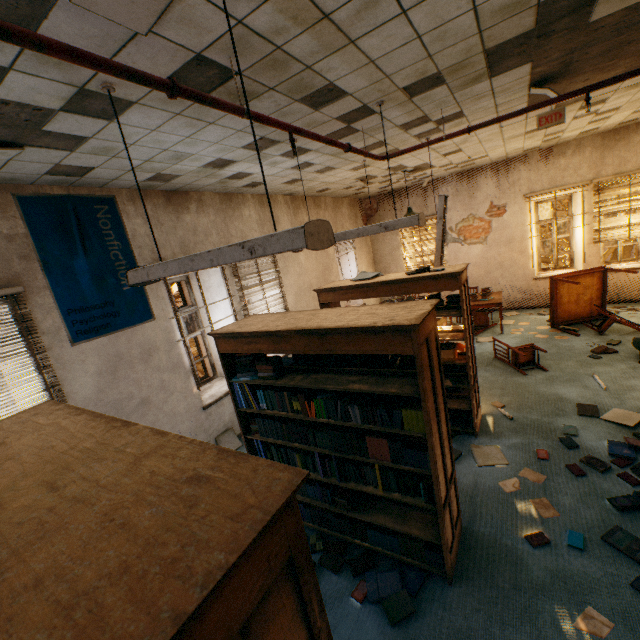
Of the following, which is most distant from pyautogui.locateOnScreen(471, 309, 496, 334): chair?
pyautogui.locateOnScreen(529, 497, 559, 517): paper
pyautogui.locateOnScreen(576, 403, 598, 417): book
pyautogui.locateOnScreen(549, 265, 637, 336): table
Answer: pyautogui.locateOnScreen(529, 497, 559, 517): paper

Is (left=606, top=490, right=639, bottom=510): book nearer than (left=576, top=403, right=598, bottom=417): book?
Yes

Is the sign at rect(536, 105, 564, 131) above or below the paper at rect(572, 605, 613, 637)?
above

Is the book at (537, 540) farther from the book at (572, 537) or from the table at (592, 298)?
the table at (592, 298)

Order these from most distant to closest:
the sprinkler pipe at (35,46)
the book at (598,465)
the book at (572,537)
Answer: the book at (598,465)
the book at (572,537)
the sprinkler pipe at (35,46)

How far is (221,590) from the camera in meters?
0.7

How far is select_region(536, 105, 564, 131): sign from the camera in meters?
4.1 m

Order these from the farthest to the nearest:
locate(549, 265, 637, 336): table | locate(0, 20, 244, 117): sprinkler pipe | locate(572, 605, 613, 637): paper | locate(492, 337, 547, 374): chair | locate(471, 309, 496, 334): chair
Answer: locate(471, 309, 496, 334): chair < locate(549, 265, 637, 336): table < locate(492, 337, 547, 374): chair < locate(572, 605, 613, 637): paper < locate(0, 20, 244, 117): sprinkler pipe
